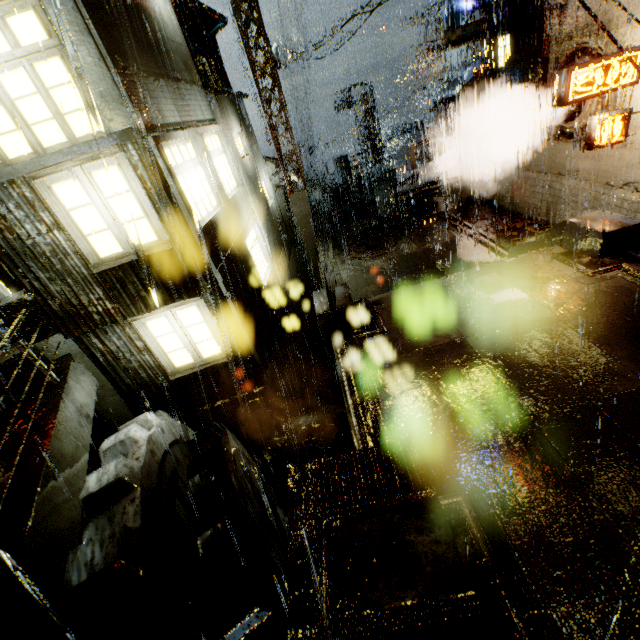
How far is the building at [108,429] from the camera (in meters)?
7.59

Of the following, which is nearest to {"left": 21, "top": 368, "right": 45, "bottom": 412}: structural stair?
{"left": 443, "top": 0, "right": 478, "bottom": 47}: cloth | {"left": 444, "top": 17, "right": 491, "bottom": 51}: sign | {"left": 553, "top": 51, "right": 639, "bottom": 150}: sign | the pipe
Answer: the pipe

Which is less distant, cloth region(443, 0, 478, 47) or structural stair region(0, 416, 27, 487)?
structural stair region(0, 416, 27, 487)

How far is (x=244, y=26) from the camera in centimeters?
1210cm

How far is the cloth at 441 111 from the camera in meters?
13.9

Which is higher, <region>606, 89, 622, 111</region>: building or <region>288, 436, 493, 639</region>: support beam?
<region>606, 89, 622, 111</region>: building

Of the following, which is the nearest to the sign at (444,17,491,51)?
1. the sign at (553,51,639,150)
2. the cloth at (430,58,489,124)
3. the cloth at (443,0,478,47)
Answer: the cloth at (443,0,478,47)

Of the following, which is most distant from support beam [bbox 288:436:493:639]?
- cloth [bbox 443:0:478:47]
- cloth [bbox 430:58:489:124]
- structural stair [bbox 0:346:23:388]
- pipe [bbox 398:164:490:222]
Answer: cloth [bbox 430:58:489:124]
